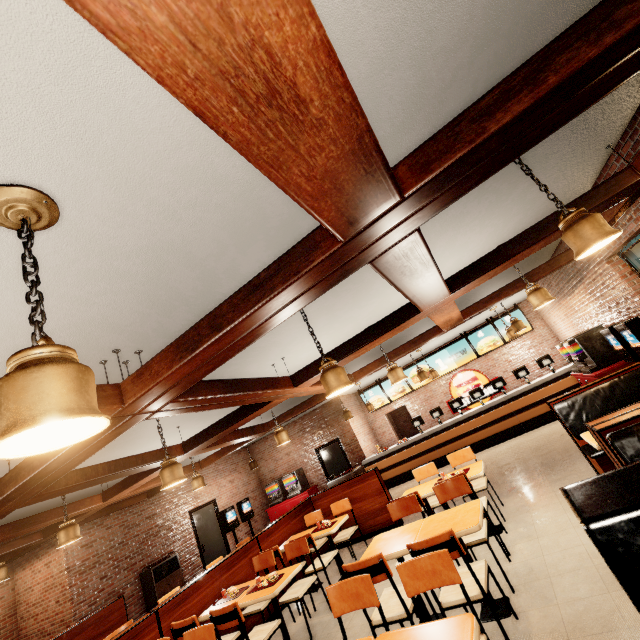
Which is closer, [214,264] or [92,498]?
[214,264]
